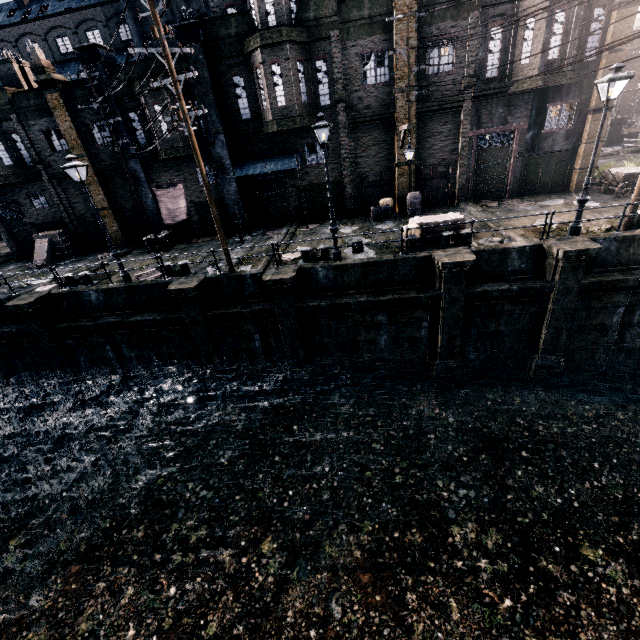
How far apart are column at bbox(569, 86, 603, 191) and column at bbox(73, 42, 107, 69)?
27.68m

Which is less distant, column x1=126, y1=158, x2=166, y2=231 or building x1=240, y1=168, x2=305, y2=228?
column x1=126, y1=158, x2=166, y2=231

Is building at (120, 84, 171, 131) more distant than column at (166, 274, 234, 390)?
Yes

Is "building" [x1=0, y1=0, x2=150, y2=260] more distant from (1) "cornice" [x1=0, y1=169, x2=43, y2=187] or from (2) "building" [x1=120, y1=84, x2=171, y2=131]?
(2) "building" [x1=120, y1=84, x2=171, y2=131]

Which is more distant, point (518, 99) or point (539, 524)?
point (518, 99)

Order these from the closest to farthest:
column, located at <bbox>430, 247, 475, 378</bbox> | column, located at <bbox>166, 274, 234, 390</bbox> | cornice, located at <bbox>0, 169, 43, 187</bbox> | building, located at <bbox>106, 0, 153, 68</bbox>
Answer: column, located at <bbox>430, 247, 475, 378</bbox> → column, located at <bbox>166, 274, 234, 390</bbox> → cornice, located at <bbox>0, 169, 43, 187</bbox> → building, located at <bbox>106, 0, 153, 68</bbox>

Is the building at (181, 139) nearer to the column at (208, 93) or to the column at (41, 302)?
the column at (208, 93)

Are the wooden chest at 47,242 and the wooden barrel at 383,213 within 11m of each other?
no
